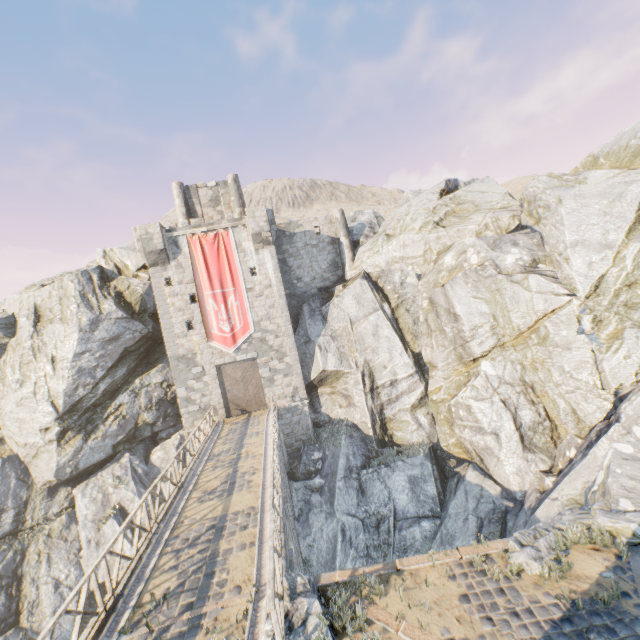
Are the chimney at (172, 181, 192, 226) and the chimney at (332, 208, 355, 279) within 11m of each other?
no

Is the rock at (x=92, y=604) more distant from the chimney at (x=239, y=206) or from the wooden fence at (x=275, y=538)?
the chimney at (x=239, y=206)

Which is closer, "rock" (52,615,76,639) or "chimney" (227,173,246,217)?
"rock" (52,615,76,639)

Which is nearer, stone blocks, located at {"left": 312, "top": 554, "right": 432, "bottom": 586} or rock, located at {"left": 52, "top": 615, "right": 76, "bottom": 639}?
stone blocks, located at {"left": 312, "top": 554, "right": 432, "bottom": 586}

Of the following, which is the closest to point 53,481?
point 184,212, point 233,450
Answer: point 233,450

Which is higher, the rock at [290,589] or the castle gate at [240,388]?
the castle gate at [240,388]

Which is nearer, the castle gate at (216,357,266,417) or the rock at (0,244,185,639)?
the rock at (0,244,185,639)

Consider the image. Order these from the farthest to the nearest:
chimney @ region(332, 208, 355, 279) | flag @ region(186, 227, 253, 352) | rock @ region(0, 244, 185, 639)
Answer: chimney @ region(332, 208, 355, 279), flag @ region(186, 227, 253, 352), rock @ region(0, 244, 185, 639)
